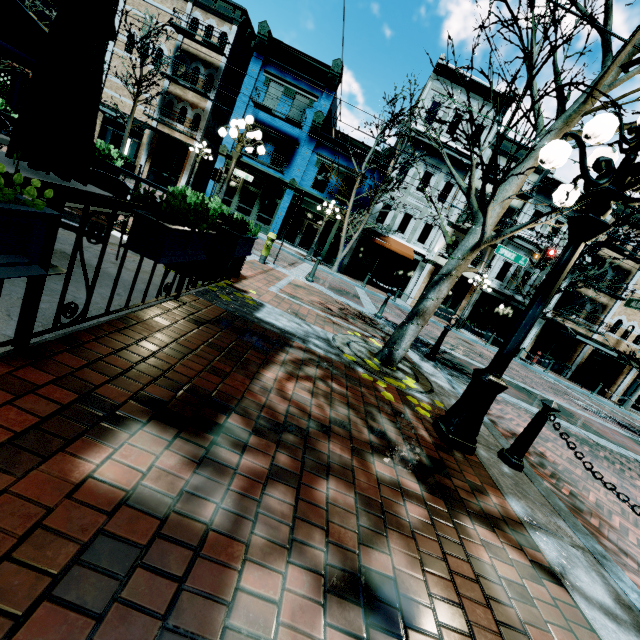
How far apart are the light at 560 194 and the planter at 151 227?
3.1m

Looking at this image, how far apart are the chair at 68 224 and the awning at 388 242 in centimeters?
1797cm

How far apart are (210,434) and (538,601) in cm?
228

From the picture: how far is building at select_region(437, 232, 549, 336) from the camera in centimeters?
2194cm

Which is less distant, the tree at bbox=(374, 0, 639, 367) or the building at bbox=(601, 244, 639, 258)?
the tree at bbox=(374, 0, 639, 367)

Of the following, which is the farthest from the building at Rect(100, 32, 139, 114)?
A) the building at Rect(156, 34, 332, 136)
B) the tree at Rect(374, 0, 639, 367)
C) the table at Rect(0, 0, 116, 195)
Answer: the table at Rect(0, 0, 116, 195)

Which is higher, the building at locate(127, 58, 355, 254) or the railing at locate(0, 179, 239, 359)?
the building at locate(127, 58, 355, 254)

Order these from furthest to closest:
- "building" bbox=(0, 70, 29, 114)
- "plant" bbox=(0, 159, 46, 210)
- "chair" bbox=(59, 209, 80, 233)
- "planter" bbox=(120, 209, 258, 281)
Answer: "building" bbox=(0, 70, 29, 114)
"chair" bbox=(59, 209, 80, 233)
"planter" bbox=(120, 209, 258, 281)
"plant" bbox=(0, 159, 46, 210)
